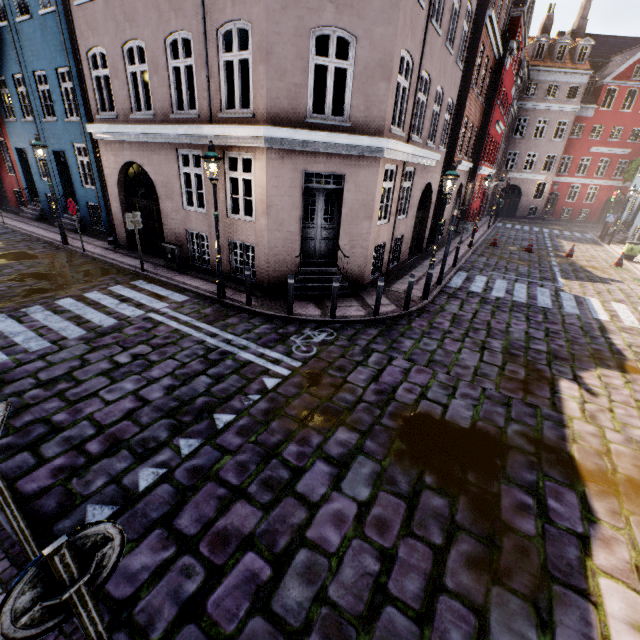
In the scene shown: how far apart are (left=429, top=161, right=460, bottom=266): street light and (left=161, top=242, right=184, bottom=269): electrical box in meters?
8.4

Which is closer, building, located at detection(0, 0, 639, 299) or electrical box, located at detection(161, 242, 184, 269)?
building, located at detection(0, 0, 639, 299)

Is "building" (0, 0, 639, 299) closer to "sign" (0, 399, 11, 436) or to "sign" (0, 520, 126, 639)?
"sign" (0, 399, 11, 436)

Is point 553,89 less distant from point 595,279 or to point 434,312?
point 595,279

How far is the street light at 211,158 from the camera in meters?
7.6 m

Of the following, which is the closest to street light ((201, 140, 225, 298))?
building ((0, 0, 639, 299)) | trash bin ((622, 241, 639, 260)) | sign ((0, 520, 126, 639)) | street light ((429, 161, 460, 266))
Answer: building ((0, 0, 639, 299))

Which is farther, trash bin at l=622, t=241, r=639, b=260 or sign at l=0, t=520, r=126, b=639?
trash bin at l=622, t=241, r=639, b=260

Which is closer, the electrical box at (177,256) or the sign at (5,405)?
the sign at (5,405)
